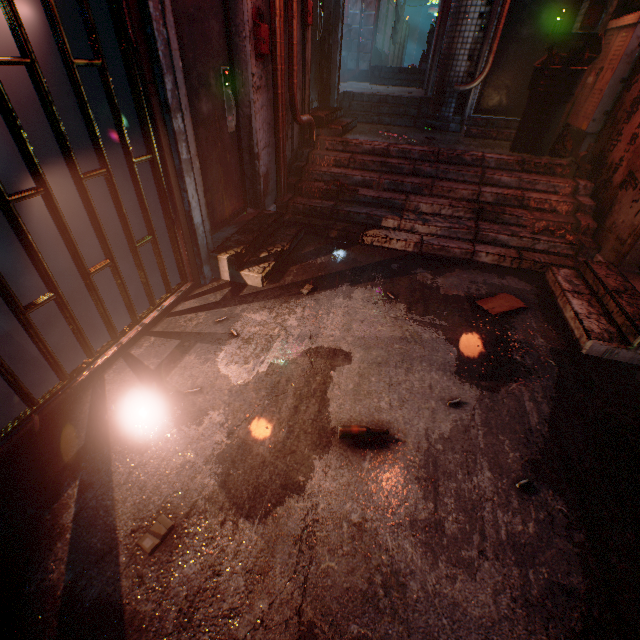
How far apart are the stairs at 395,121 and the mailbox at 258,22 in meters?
2.8 m

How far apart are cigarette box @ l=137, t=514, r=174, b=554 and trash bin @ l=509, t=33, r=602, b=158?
5.3m

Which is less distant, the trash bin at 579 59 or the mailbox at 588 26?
the trash bin at 579 59

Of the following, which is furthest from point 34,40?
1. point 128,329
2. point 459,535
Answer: point 459,535

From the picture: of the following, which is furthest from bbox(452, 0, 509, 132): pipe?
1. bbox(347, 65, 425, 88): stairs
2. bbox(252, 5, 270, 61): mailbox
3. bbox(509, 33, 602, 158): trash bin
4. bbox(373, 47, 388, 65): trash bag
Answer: bbox(252, 5, 270, 61): mailbox

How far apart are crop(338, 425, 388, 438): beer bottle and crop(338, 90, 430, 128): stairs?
5.51m

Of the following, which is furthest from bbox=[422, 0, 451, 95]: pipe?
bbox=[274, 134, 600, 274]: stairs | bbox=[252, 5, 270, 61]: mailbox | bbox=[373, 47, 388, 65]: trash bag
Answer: bbox=[252, 5, 270, 61]: mailbox

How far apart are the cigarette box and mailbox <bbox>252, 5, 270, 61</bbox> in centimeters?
361cm
